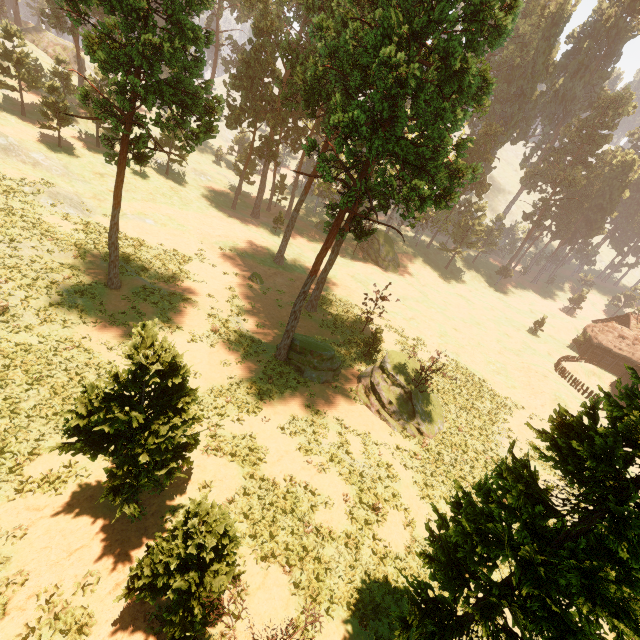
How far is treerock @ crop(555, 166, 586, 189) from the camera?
57.06m

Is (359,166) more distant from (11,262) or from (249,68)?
(11,262)

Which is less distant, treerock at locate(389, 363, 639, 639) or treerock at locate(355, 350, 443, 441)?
treerock at locate(389, 363, 639, 639)

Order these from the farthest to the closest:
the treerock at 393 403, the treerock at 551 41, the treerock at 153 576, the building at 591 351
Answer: the treerock at 551 41 < the building at 591 351 < the treerock at 393 403 < the treerock at 153 576

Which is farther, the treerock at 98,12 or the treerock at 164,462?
the treerock at 98,12

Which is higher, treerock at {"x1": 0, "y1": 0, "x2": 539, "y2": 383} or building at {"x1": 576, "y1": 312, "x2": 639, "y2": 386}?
treerock at {"x1": 0, "y1": 0, "x2": 539, "y2": 383}
